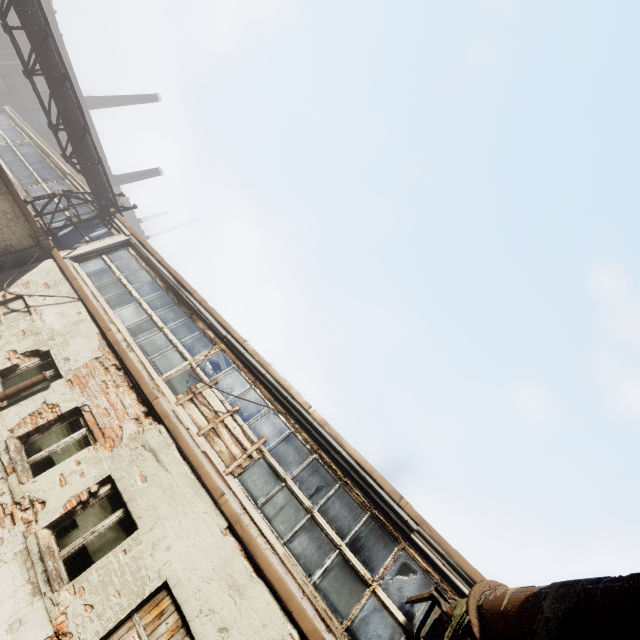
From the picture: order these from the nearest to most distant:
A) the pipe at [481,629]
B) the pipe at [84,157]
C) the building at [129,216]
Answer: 1. the pipe at [481,629]
2. the pipe at [84,157]
3. the building at [129,216]

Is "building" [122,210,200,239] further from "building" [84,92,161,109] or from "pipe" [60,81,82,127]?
"pipe" [60,81,82,127]

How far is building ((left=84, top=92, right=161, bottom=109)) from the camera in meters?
31.9

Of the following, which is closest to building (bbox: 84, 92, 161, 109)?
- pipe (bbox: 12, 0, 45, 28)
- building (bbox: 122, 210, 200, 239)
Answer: building (bbox: 122, 210, 200, 239)

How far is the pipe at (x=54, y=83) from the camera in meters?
9.5

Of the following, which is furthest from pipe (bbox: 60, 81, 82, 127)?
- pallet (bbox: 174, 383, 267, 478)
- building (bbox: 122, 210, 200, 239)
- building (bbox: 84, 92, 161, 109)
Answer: building (bbox: 84, 92, 161, 109)

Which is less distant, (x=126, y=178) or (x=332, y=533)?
(x=332, y=533)

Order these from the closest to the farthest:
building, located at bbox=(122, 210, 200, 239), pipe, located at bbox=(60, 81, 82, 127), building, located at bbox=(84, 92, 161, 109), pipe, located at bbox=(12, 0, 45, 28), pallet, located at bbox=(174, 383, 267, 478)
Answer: pallet, located at bbox=(174, 383, 267, 478) → pipe, located at bbox=(12, 0, 45, 28) → pipe, located at bbox=(60, 81, 82, 127) → building, located at bbox=(84, 92, 161, 109) → building, located at bbox=(122, 210, 200, 239)
